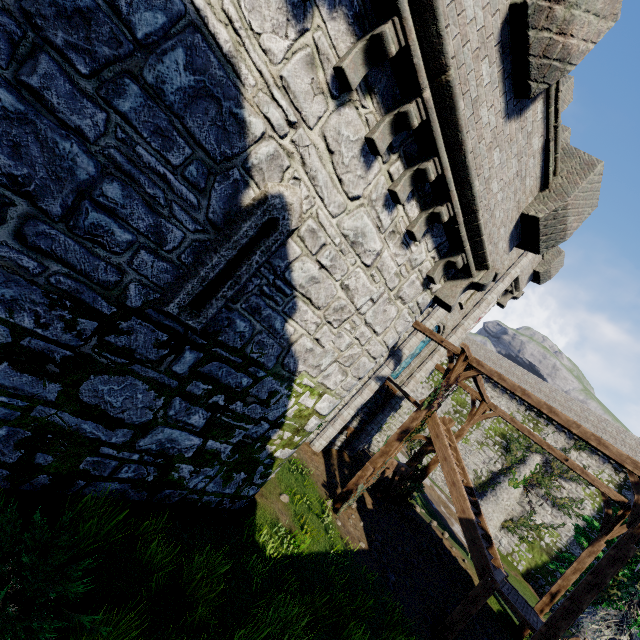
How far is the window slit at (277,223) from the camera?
4.3 meters

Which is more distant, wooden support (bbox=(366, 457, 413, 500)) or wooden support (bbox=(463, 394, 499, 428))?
wooden support (bbox=(463, 394, 499, 428))

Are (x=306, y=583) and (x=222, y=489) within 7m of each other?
yes

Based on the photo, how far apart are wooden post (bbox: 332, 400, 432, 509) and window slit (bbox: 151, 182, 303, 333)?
9.74m

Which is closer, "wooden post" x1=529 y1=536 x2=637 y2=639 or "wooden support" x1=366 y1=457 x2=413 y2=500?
"wooden post" x1=529 y1=536 x2=637 y2=639

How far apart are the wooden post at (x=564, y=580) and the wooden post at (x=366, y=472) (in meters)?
7.92

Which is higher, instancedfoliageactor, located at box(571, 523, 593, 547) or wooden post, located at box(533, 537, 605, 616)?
instancedfoliageactor, located at box(571, 523, 593, 547)

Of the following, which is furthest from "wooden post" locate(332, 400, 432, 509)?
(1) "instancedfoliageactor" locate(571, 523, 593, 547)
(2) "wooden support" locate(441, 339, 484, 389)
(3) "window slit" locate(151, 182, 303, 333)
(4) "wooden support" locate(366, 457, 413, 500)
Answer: (3) "window slit" locate(151, 182, 303, 333)
